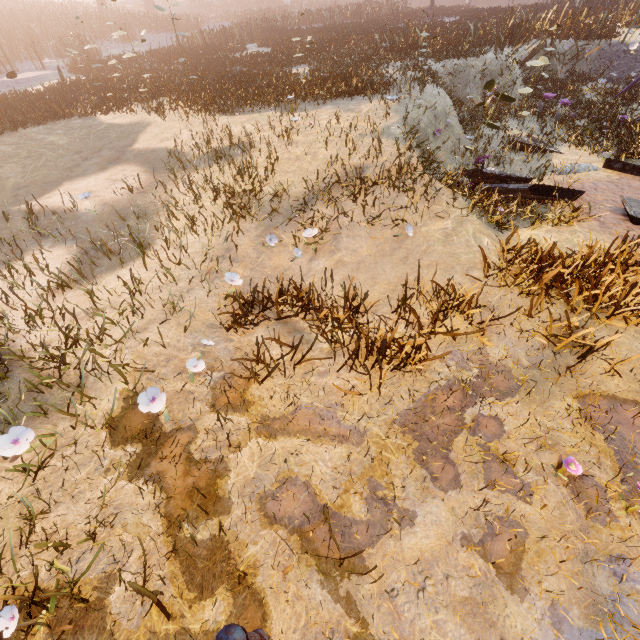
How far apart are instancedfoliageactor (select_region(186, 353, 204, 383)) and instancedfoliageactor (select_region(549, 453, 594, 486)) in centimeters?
328cm

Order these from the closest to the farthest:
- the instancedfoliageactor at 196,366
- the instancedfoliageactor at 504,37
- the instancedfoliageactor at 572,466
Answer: the instancedfoliageactor at 572,466, the instancedfoliageactor at 196,366, the instancedfoliageactor at 504,37

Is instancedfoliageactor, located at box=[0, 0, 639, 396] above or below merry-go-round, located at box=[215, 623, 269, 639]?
above

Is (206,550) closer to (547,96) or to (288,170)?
(288,170)

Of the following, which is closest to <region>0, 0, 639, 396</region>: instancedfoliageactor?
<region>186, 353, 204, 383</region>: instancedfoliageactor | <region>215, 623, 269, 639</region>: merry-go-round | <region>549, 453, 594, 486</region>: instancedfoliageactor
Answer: <region>186, 353, 204, 383</region>: instancedfoliageactor

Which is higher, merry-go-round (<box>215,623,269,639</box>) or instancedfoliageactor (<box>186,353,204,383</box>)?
merry-go-round (<box>215,623,269,639</box>)

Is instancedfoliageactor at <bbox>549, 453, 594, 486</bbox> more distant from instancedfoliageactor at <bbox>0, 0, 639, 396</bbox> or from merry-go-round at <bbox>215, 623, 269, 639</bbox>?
instancedfoliageactor at <bbox>0, 0, 639, 396</bbox>

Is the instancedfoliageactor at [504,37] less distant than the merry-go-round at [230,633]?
No
